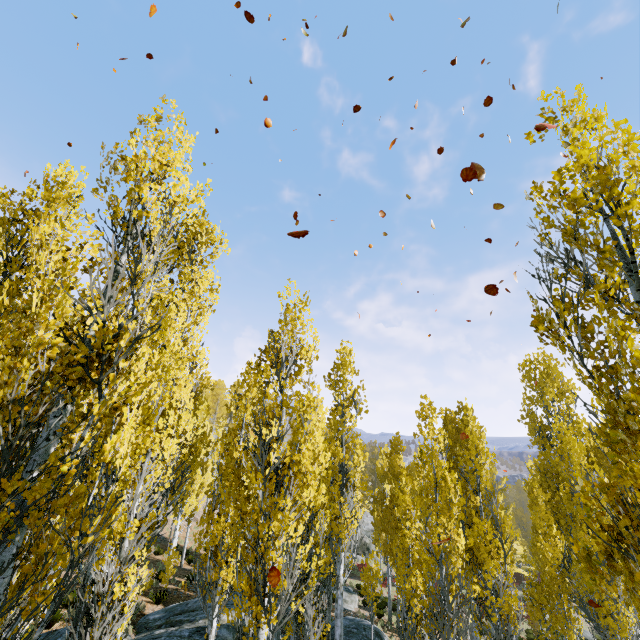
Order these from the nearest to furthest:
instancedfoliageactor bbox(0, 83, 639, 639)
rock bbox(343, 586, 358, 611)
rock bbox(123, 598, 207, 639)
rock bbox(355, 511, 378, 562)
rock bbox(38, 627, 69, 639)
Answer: instancedfoliageactor bbox(0, 83, 639, 639)
rock bbox(38, 627, 69, 639)
rock bbox(123, 598, 207, 639)
rock bbox(343, 586, 358, 611)
rock bbox(355, 511, 378, 562)

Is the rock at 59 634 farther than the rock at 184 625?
No

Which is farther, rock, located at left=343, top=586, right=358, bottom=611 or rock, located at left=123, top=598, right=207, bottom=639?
rock, located at left=343, top=586, right=358, bottom=611

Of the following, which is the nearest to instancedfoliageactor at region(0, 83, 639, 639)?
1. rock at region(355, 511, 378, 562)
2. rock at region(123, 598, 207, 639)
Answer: rock at region(355, 511, 378, 562)

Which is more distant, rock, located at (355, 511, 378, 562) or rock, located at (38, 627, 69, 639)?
rock, located at (355, 511, 378, 562)

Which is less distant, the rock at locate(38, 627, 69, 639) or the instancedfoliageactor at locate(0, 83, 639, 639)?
the instancedfoliageactor at locate(0, 83, 639, 639)

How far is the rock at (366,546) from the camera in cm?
3804

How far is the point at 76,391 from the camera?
4.11m
